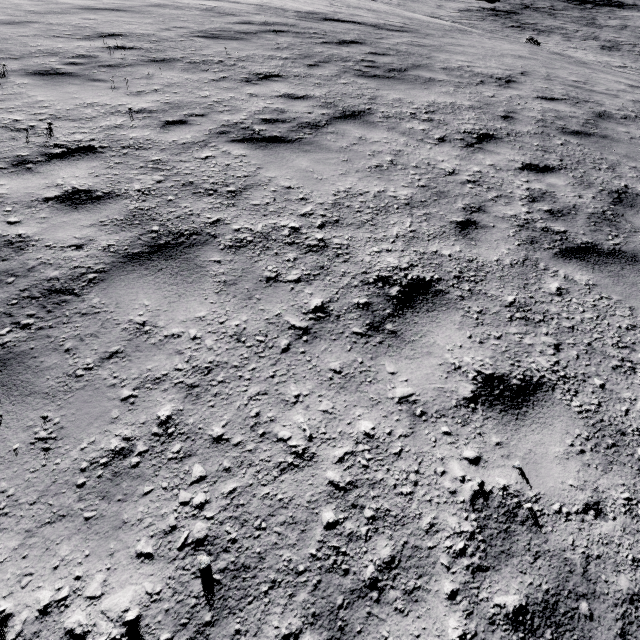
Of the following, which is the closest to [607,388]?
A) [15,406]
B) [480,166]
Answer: [480,166]
